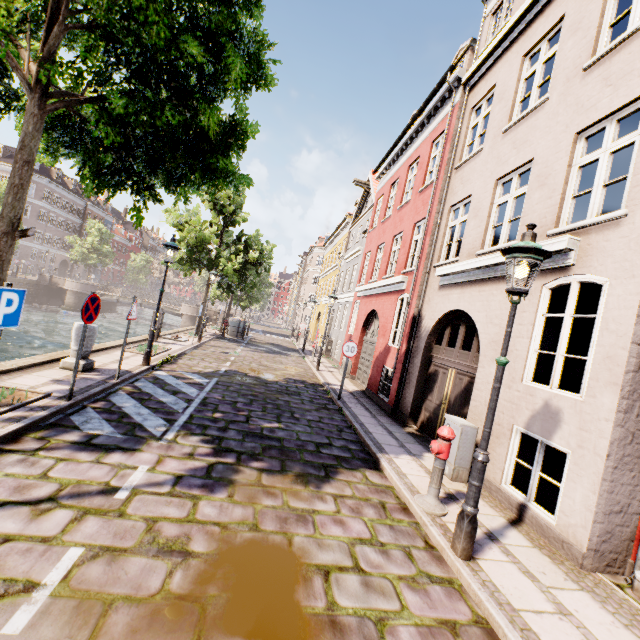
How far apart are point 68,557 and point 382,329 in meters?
10.7

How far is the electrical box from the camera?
5.9 meters

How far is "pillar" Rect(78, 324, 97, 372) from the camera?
7.5 meters

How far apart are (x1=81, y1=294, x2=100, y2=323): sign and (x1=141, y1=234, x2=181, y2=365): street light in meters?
3.4

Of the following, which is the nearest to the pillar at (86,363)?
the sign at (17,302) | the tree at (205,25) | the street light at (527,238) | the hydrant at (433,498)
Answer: the tree at (205,25)

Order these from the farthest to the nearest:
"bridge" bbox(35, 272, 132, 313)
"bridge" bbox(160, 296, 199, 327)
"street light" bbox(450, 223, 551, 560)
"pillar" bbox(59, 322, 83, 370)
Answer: "bridge" bbox(160, 296, 199, 327)
"bridge" bbox(35, 272, 132, 313)
"pillar" bbox(59, 322, 83, 370)
"street light" bbox(450, 223, 551, 560)

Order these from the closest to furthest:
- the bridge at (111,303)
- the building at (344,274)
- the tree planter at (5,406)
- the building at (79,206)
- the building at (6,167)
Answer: the building at (344,274) < the tree planter at (5,406) < the bridge at (111,303) < the building at (6,167) < the building at (79,206)

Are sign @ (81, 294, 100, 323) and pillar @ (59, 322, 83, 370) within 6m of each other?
yes
